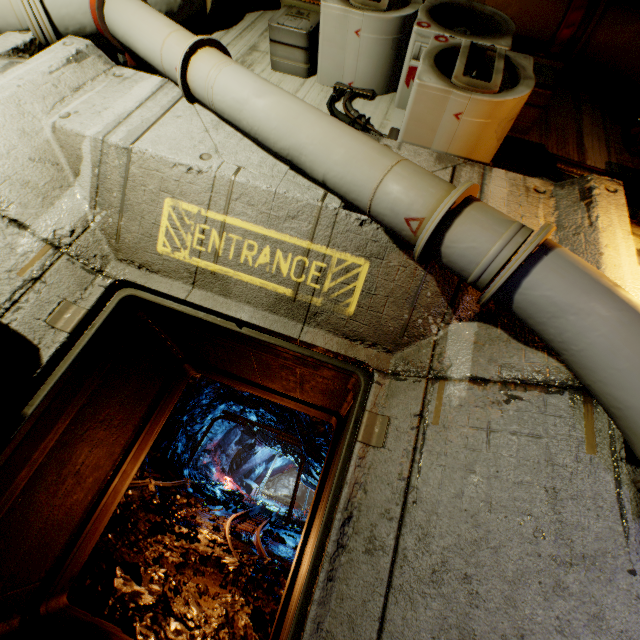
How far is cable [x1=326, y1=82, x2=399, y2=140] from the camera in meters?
2.8

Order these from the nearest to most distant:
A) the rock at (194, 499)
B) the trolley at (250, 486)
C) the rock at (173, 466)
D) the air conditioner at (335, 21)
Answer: the air conditioner at (335, 21) → the rock at (194, 499) → the rock at (173, 466) → the trolley at (250, 486)

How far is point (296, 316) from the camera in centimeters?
222cm

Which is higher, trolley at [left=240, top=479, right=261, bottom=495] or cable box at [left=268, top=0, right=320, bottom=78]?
cable box at [left=268, top=0, right=320, bottom=78]

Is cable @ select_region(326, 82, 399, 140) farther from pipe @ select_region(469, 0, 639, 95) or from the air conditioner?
Result: pipe @ select_region(469, 0, 639, 95)

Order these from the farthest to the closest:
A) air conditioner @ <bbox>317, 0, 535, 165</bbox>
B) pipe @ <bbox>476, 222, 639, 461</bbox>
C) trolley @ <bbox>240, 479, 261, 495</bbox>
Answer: trolley @ <bbox>240, 479, 261, 495</bbox>, air conditioner @ <bbox>317, 0, 535, 165</bbox>, pipe @ <bbox>476, 222, 639, 461</bbox>

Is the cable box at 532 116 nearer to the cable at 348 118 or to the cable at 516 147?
the cable at 516 147

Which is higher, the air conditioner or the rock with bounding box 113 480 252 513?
the air conditioner
